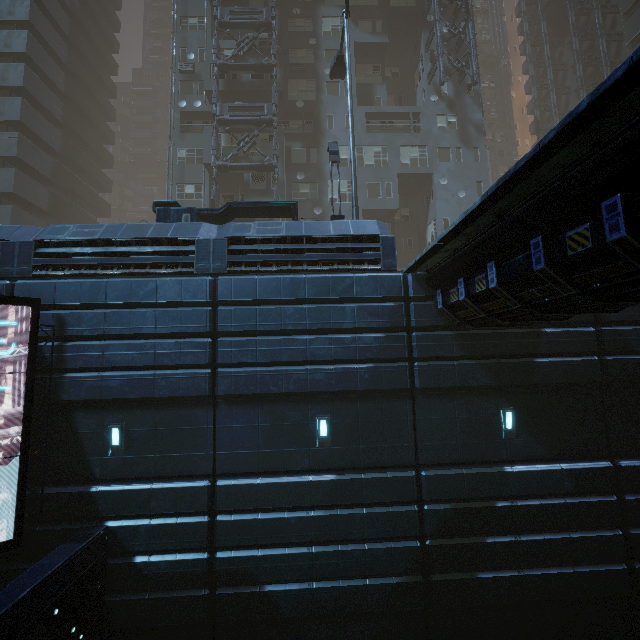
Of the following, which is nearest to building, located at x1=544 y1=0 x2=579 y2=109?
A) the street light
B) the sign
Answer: the sign

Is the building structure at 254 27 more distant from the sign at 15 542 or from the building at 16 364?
the sign at 15 542

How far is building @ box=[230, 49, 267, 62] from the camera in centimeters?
2494cm

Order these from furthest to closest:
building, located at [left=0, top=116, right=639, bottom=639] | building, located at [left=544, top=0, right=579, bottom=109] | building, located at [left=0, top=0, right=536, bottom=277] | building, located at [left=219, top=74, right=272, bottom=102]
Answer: building, located at [left=544, top=0, right=579, bottom=109] < building, located at [left=219, top=74, right=272, bottom=102] < building, located at [left=0, top=0, right=536, bottom=277] < building, located at [left=0, top=116, right=639, bottom=639]

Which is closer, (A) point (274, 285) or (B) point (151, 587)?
(B) point (151, 587)

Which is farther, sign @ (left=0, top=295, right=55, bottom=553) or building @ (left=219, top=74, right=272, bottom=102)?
building @ (left=219, top=74, right=272, bottom=102)

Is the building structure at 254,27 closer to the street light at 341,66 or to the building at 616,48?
the building at 616,48
